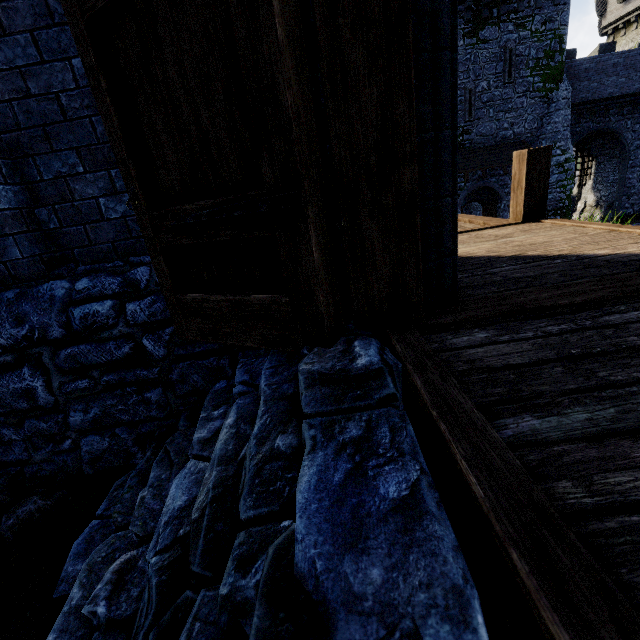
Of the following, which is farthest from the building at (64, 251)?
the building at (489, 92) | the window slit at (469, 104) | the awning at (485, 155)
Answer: the window slit at (469, 104)

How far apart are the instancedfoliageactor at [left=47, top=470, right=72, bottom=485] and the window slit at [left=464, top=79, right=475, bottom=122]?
24.7m

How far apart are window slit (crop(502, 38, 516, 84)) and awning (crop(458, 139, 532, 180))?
3.08m

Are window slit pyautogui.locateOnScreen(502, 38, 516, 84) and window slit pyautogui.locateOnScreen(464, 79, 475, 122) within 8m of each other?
yes

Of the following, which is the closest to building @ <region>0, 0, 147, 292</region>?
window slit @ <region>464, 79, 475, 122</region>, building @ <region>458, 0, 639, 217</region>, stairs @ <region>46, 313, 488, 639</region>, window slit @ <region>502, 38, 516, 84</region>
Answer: stairs @ <region>46, 313, 488, 639</region>

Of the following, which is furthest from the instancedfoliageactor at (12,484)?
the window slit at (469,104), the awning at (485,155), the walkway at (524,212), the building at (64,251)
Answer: the window slit at (469,104)

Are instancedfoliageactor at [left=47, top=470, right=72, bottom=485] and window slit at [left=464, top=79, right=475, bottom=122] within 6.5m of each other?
no

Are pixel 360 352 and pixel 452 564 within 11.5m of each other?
yes
